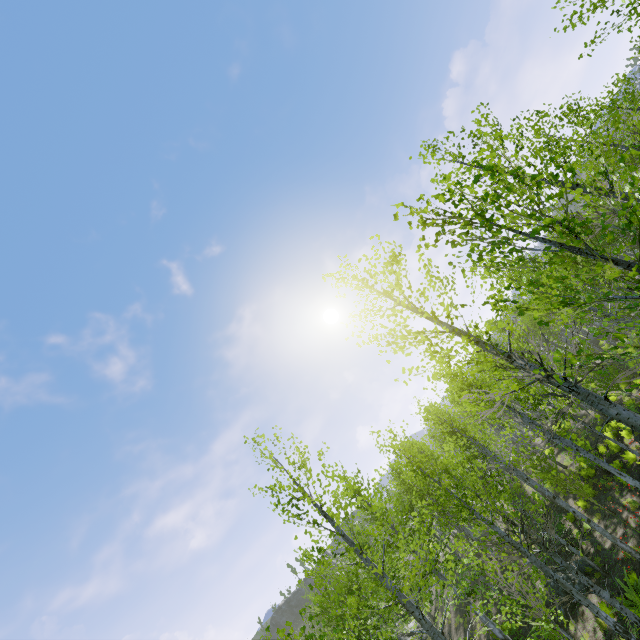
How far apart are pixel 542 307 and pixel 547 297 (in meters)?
21.98
